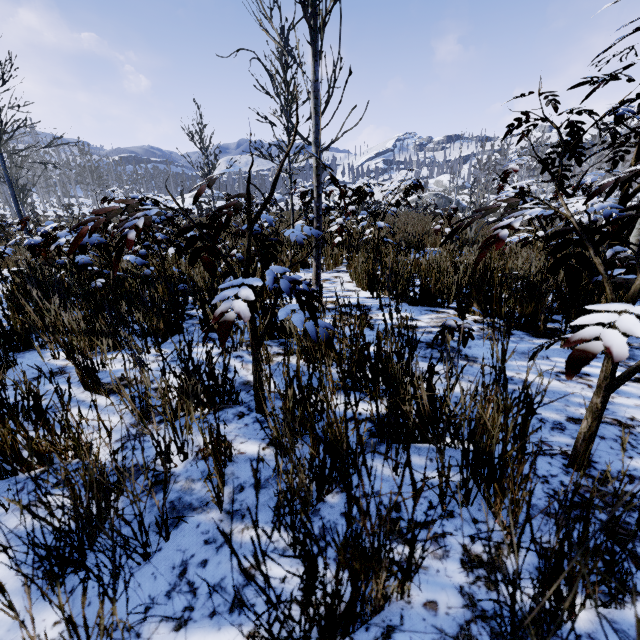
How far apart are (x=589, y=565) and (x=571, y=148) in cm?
272
